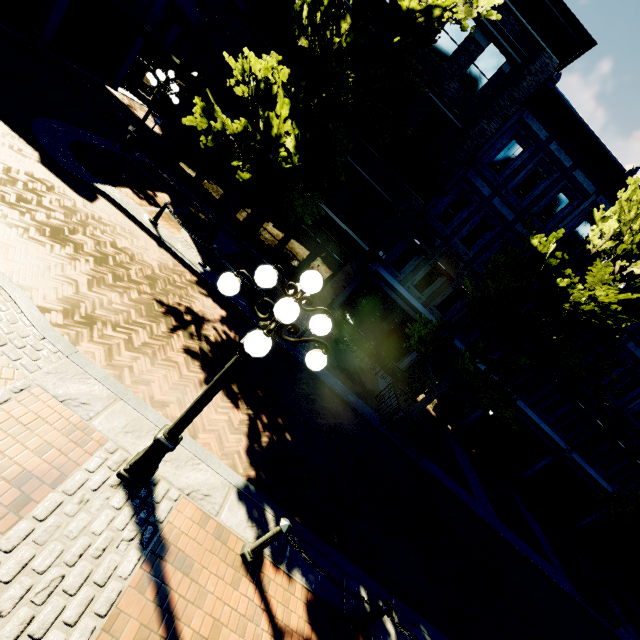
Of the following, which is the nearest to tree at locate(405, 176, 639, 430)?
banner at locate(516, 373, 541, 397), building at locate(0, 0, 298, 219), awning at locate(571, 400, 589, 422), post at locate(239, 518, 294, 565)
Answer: building at locate(0, 0, 298, 219)

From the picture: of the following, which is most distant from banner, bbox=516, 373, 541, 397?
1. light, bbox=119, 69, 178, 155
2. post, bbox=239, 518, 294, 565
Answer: light, bbox=119, 69, 178, 155

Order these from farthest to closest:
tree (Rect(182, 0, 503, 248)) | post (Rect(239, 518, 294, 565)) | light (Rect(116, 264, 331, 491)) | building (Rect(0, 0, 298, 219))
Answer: building (Rect(0, 0, 298, 219)) → tree (Rect(182, 0, 503, 248)) → post (Rect(239, 518, 294, 565)) → light (Rect(116, 264, 331, 491))

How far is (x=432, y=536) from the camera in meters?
8.7

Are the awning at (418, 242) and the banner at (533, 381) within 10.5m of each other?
yes

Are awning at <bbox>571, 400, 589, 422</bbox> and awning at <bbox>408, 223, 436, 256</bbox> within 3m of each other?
no

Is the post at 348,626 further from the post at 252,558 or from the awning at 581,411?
the awning at 581,411

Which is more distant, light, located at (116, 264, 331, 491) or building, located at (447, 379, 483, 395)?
building, located at (447, 379, 483, 395)
